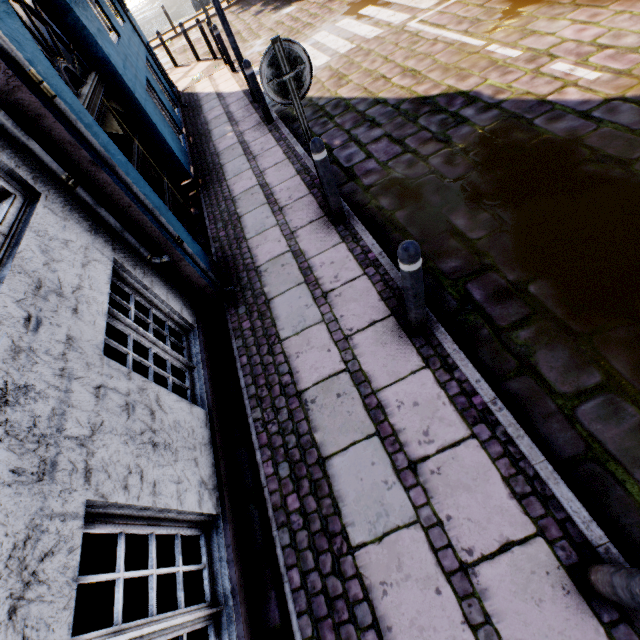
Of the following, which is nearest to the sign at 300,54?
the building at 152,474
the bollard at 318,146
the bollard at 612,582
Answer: the bollard at 318,146

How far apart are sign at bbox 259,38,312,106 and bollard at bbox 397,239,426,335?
2.2m

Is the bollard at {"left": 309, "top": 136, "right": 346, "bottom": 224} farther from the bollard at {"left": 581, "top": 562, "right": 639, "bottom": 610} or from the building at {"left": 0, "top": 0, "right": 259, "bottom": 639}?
the bollard at {"left": 581, "top": 562, "right": 639, "bottom": 610}

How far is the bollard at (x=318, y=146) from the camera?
3.5m

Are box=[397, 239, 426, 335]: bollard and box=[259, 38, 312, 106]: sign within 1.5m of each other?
no

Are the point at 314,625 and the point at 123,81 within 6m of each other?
no

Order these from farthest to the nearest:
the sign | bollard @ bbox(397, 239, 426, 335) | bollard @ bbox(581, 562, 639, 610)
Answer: the sign
bollard @ bbox(397, 239, 426, 335)
bollard @ bbox(581, 562, 639, 610)

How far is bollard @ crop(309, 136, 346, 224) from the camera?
3.46m
